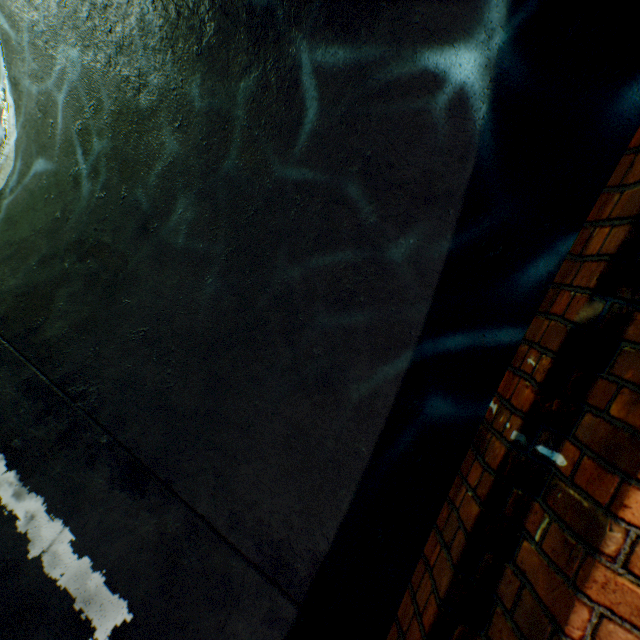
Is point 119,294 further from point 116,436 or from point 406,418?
point 406,418
